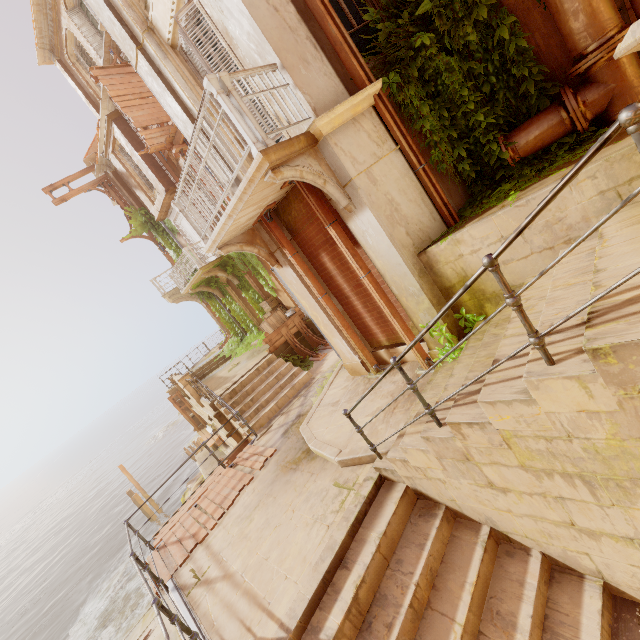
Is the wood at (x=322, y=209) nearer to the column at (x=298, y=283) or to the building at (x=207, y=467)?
the column at (x=298, y=283)

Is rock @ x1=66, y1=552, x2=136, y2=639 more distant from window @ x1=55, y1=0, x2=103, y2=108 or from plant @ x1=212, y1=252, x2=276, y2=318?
window @ x1=55, y1=0, x2=103, y2=108

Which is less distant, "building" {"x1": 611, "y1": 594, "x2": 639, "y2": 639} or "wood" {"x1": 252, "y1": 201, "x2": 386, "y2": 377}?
"building" {"x1": 611, "y1": 594, "x2": 639, "y2": 639}

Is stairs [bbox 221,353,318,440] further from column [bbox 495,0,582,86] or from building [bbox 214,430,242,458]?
column [bbox 495,0,582,86]

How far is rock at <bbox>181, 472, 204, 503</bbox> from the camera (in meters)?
21.81

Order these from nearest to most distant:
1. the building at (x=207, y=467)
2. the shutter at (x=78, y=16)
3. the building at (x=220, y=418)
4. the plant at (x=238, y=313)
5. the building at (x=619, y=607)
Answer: the building at (x=619, y=607)
the building at (x=220, y=418)
the shutter at (x=78, y=16)
the plant at (x=238, y=313)
the building at (x=207, y=467)

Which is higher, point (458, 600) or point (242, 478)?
point (242, 478)

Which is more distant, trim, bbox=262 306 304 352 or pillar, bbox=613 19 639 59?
trim, bbox=262 306 304 352
